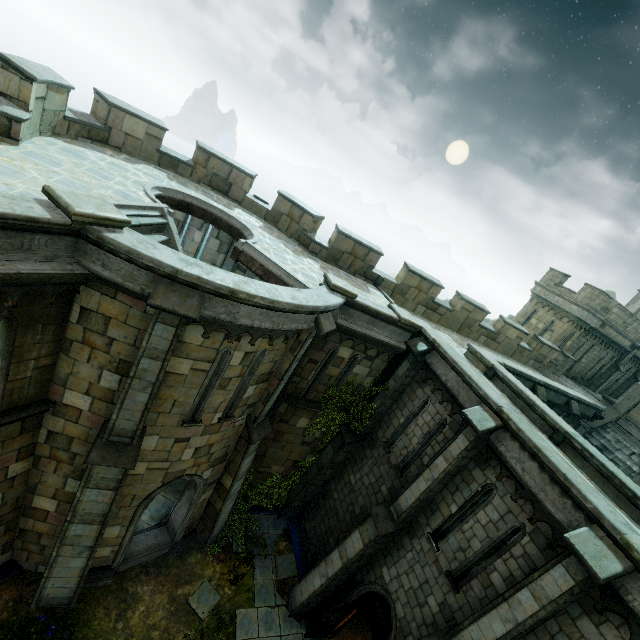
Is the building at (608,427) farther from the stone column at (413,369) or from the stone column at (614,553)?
the stone column at (413,369)

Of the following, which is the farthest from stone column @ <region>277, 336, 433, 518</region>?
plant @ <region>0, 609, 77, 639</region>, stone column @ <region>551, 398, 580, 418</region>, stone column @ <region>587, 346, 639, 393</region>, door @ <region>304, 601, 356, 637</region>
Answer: stone column @ <region>587, 346, 639, 393</region>

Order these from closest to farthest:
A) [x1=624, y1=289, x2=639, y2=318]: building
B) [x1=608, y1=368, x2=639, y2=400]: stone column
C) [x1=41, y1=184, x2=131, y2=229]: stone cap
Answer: [x1=41, y1=184, x2=131, y2=229]: stone cap, [x1=608, y1=368, x2=639, y2=400]: stone column, [x1=624, y1=289, x2=639, y2=318]: building

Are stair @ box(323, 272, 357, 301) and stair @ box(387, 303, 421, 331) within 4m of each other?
yes

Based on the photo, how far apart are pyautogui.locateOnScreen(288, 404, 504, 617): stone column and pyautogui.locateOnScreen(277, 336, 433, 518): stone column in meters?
2.5

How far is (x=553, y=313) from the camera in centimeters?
2231cm

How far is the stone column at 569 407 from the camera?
16.3m

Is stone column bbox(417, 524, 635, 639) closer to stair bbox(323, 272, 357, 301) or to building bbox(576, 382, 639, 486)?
stair bbox(323, 272, 357, 301)
